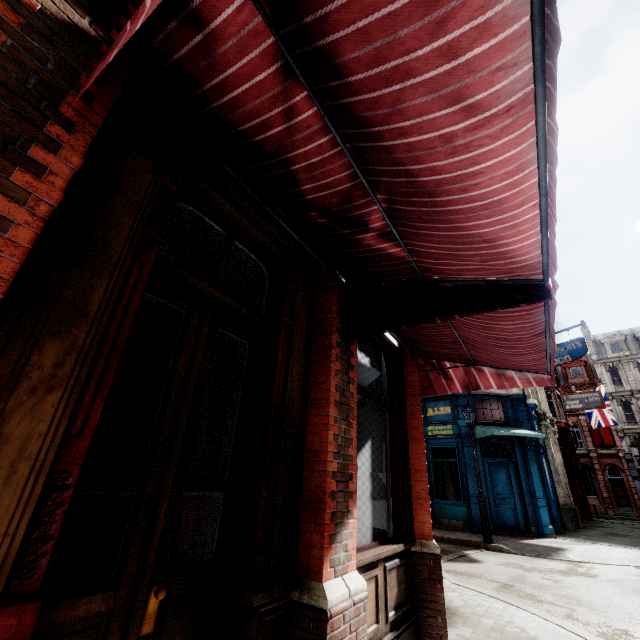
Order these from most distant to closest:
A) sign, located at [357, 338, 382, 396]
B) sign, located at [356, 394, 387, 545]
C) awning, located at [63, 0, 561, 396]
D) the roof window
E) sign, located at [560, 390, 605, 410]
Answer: the roof window < sign, located at [560, 390, 605, 410] < sign, located at [357, 338, 382, 396] < sign, located at [356, 394, 387, 545] < awning, located at [63, 0, 561, 396]

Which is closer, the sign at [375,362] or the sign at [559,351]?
the sign at [375,362]

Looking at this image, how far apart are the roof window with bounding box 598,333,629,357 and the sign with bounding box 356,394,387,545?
48.7 meters

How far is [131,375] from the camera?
1.9 meters

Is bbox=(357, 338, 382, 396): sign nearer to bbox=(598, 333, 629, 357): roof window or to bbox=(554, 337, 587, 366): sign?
bbox=(554, 337, 587, 366): sign

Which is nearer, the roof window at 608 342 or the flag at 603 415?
the flag at 603 415

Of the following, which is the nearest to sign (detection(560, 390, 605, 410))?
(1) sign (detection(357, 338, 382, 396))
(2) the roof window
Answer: (1) sign (detection(357, 338, 382, 396))

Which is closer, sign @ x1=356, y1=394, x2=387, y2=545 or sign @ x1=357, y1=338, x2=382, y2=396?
sign @ x1=356, y1=394, x2=387, y2=545
